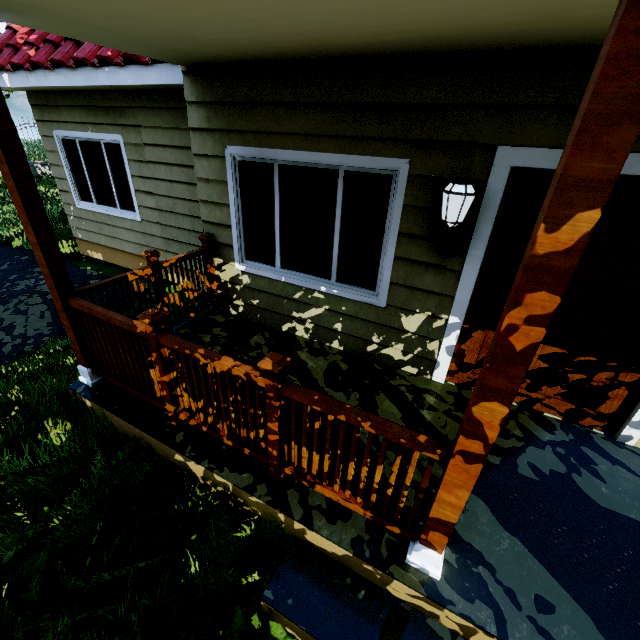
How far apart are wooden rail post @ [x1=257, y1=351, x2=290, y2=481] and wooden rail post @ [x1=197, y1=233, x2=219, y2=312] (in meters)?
2.63

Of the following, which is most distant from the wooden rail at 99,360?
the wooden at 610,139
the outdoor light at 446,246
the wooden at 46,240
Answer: the outdoor light at 446,246

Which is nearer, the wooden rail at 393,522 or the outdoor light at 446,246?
the wooden rail at 393,522

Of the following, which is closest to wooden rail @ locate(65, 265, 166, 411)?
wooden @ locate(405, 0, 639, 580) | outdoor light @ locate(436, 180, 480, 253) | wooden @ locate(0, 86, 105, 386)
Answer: wooden @ locate(0, 86, 105, 386)

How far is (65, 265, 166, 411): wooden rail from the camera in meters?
2.5 m

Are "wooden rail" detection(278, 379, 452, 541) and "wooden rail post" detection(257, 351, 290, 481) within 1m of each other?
yes

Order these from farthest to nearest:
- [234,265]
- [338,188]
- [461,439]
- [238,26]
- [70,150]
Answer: [70,150]
[234,265]
[338,188]
[238,26]
[461,439]
